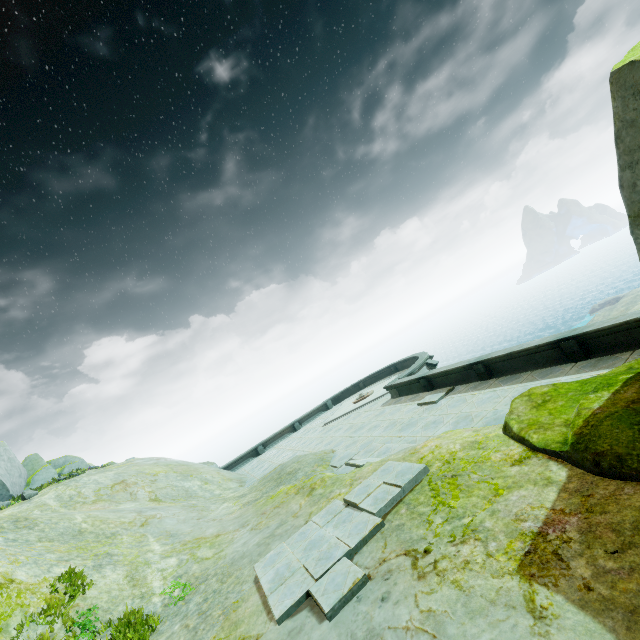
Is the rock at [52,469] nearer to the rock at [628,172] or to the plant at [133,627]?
the rock at [628,172]

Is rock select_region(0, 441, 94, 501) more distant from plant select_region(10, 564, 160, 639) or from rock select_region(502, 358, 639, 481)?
plant select_region(10, 564, 160, 639)

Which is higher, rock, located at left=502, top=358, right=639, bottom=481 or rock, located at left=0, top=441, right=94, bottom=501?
rock, located at left=0, top=441, right=94, bottom=501

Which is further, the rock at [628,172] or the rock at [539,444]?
the rock at [628,172]

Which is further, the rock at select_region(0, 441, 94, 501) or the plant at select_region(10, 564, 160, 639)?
the rock at select_region(0, 441, 94, 501)

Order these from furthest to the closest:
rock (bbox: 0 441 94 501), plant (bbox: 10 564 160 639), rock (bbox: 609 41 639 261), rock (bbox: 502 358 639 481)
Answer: rock (bbox: 0 441 94 501), plant (bbox: 10 564 160 639), rock (bbox: 609 41 639 261), rock (bbox: 502 358 639 481)

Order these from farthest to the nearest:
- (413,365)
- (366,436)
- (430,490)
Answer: (413,365)
(366,436)
(430,490)

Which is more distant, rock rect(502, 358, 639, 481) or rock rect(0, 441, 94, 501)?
rock rect(0, 441, 94, 501)
